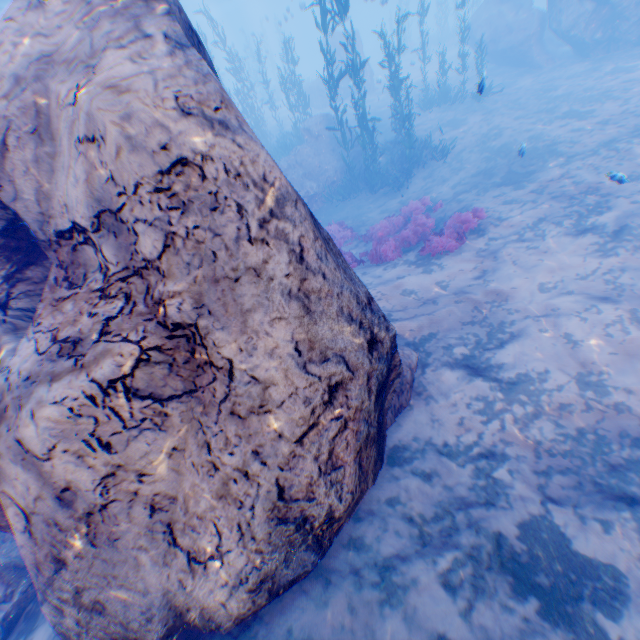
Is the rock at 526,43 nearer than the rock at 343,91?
Yes

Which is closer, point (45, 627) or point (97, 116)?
point (97, 116)

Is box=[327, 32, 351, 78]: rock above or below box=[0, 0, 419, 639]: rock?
above

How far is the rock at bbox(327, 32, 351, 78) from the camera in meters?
26.9 m

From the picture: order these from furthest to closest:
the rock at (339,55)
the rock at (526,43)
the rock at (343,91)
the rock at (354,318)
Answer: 1. the rock at (343,91)
2. the rock at (339,55)
3. the rock at (526,43)
4. the rock at (354,318)

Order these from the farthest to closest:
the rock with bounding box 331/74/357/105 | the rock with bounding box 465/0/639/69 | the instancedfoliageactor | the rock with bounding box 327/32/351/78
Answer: the rock with bounding box 331/74/357/105, the rock with bounding box 327/32/351/78, the rock with bounding box 465/0/639/69, the instancedfoliageactor

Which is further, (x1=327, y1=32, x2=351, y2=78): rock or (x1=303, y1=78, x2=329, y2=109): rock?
(x1=303, y1=78, x2=329, y2=109): rock
